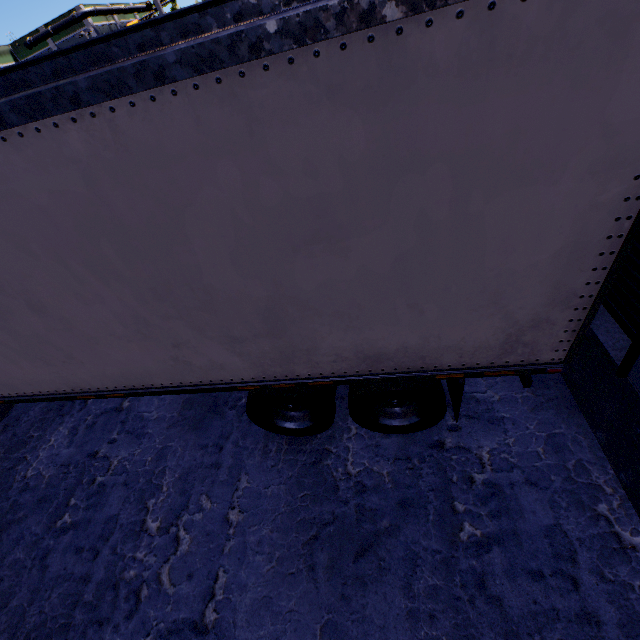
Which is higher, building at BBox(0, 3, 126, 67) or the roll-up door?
building at BBox(0, 3, 126, 67)

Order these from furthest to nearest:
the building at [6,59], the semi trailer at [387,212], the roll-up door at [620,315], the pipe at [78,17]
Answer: the building at [6,59], the pipe at [78,17], the roll-up door at [620,315], the semi trailer at [387,212]

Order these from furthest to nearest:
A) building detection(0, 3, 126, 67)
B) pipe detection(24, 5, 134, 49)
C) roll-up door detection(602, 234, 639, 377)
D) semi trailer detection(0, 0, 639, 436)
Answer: building detection(0, 3, 126, 67) → pipe detection(24, 5, 134, 49) → roll-up door detection(602, 234, 639, 377) → semi trailer detection(0, 0, 639, 436)

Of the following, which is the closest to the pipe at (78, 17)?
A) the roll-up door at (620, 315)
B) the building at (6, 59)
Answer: the building at (6, 59)

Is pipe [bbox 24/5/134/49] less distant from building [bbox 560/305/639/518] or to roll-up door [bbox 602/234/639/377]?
building [bbox 560/305/639/518]

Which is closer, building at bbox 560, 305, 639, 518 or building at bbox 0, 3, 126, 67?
building at bbox 560, 305, 639, 518

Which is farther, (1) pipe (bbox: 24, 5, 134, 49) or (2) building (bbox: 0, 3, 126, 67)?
(2) building (bbox: 0, 3, 126, 67)

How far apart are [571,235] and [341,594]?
3.6 meters
